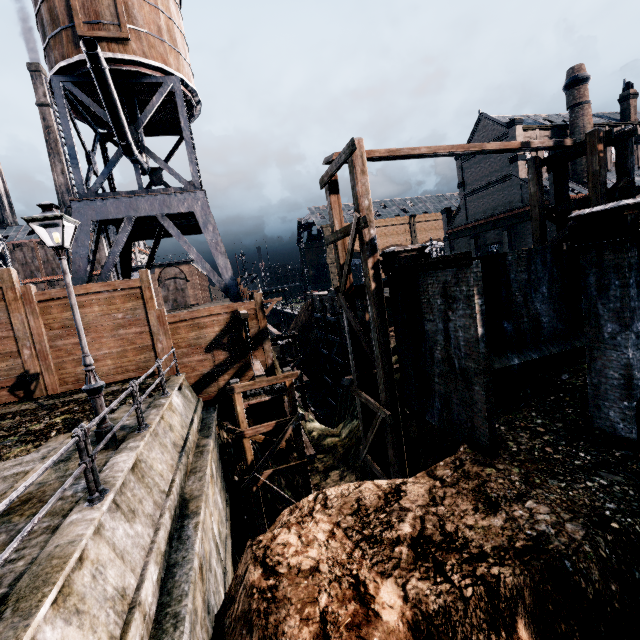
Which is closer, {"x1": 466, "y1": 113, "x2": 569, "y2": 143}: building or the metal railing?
the metal railing

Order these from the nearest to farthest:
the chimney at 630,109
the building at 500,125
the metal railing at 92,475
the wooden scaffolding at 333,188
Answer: the metal railing at 92,475
the wooden scaffolding at 333,188
the building at 500,125
the chimney at 630,109

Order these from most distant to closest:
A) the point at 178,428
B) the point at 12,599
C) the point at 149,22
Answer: the point at 149,22 → the point at 178,428 → the point at 12,599

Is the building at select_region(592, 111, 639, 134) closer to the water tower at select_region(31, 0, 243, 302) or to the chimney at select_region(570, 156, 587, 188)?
the chimney at select_region(570, 156, 587, 188)

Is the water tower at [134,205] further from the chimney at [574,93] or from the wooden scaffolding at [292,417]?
the chimney at [574,93]

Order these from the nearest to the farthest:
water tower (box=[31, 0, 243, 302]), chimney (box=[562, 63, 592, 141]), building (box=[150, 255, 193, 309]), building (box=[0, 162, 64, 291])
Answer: water tower (box=[31, 0, 243, 302]) < chimney (box=[562, 63, 592, 141]) < building (box=[0, 162, 64, 291]) < building (box=[150, 255, 193, 309])

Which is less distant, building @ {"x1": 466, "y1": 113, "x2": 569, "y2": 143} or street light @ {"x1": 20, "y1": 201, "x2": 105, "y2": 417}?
street light @ {"x1": 20, "y1": 201, "x2": 105, "y2": 417}

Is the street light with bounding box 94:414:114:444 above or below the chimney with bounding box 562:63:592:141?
below
